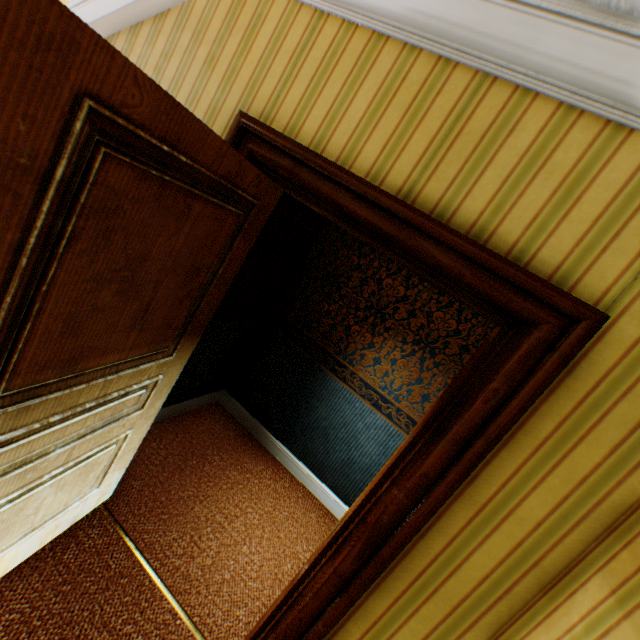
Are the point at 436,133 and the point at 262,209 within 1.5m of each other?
yes
